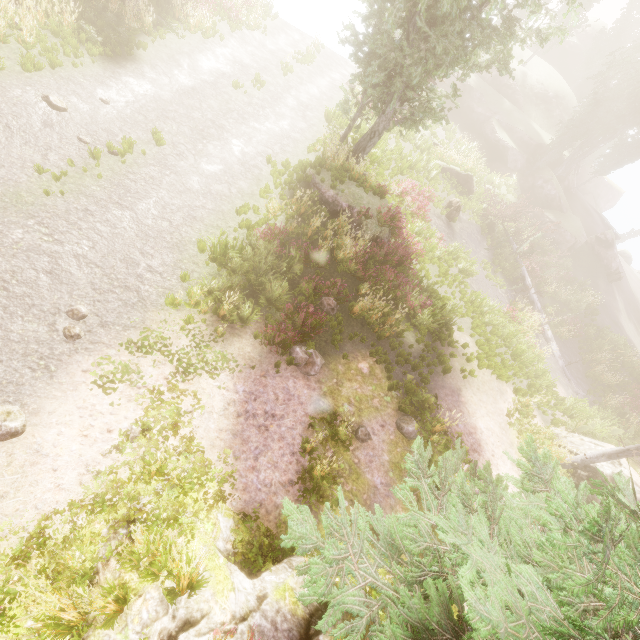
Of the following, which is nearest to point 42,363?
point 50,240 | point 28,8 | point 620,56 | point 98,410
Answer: point 98,410

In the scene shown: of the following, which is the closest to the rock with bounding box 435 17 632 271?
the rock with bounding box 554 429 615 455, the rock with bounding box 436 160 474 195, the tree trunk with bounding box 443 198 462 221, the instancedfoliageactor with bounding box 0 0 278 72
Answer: the instancedfoliageactor with bounding box 0 0 278 72

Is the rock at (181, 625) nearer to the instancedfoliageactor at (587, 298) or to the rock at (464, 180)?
the instancedfoliageactor at (587, 298)

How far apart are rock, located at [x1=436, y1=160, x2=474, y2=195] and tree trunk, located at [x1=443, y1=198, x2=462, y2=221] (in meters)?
3.48

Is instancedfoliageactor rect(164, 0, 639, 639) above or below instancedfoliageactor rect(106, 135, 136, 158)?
above

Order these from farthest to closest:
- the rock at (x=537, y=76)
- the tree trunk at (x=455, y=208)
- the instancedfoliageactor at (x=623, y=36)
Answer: the rock at (x=537, y=76) < the instancedfoliageactor at (x=623, y=36) < the tree trunk at (x=455, y=208)

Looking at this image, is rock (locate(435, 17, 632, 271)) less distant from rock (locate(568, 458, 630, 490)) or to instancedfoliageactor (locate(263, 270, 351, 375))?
instancedfoliageactor (locate(263, 270, 351, 375))

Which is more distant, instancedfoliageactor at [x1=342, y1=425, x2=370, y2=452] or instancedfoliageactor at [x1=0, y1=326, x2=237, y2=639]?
instancedfoliageactor at [x1=342, y1=425, x2=370, y2=452]
